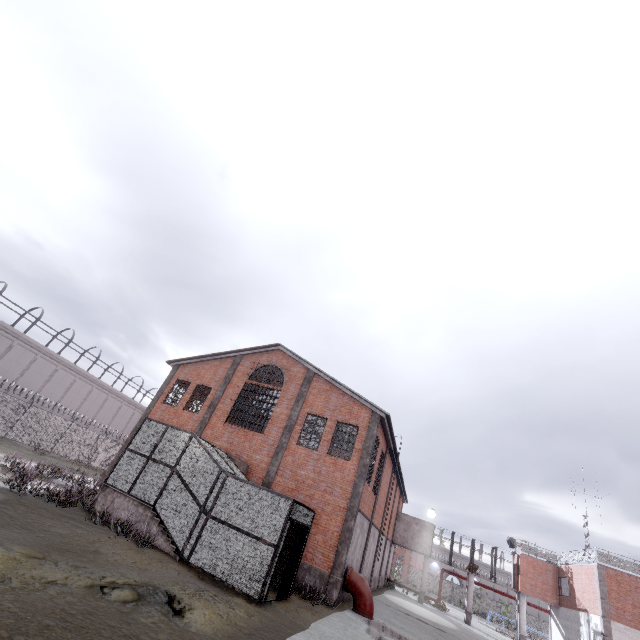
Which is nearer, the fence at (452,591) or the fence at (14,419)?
the fence at (14,419)

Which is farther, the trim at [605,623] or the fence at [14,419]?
the fence at [14,419]

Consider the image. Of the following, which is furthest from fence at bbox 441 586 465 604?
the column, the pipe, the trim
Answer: the pipe

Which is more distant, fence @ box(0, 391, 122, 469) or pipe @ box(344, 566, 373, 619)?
fence @ box(0, 391, 122, 469)

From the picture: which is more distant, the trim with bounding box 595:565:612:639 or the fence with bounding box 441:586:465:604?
the fence with bounding box 441:586:465:604

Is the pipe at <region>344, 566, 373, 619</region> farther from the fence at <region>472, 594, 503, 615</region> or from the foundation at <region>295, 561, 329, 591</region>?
the fence at <region>472, 594, 503, 615</region>

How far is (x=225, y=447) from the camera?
20.02m

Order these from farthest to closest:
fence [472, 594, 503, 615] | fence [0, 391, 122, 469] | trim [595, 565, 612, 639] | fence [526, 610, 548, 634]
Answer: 1. fence [472, 594, 503, 615]
2. fence [526, 610, 548, 634]
3. fence [0, 391, 122, 469]
4. trim [595, 565, 612, 639]
